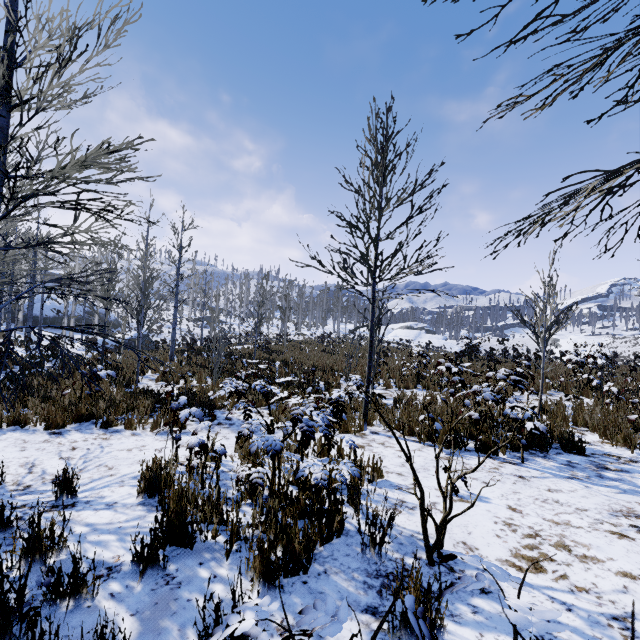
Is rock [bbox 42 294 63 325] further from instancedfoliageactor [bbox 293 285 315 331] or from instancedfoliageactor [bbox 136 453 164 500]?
instancedfoliageactor [bbox 136 453 164 500]

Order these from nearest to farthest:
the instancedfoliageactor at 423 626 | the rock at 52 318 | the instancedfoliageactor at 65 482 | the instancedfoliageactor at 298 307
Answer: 1. the instancedfoliageactor at 423 626
2. the instancedfoliageactor at 65 482
3. the rock at 52 318
4. the instancedfoliageactor at 298 307

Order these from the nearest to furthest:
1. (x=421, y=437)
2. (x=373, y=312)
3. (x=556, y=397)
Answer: (x=421, y=437)
(x=373, y=312)
(x=556, y=397)

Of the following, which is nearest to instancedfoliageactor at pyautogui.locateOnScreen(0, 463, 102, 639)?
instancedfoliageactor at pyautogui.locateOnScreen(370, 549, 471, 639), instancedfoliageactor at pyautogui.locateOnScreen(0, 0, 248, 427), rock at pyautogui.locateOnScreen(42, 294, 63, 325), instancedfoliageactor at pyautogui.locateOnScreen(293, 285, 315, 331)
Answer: instancedfoliageactor at pyautogui.locateOnScreen(0, 0, 248, 427)

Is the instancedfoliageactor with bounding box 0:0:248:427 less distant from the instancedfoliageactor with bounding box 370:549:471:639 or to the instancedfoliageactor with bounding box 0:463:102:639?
the instancedfoliageactor with bounding box 0:463:102:639

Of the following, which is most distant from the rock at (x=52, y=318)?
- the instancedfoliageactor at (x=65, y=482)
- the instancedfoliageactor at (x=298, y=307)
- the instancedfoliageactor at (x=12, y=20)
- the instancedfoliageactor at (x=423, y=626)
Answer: the instancedfoliageactor at (x=423, y=626)

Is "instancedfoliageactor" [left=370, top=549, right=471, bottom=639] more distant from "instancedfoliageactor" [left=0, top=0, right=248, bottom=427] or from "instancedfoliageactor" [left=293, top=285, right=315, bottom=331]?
Result: "instancedfoliageactor" [left=293, top=285, right=315, bottom=331]

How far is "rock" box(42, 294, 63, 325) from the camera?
35.4m
